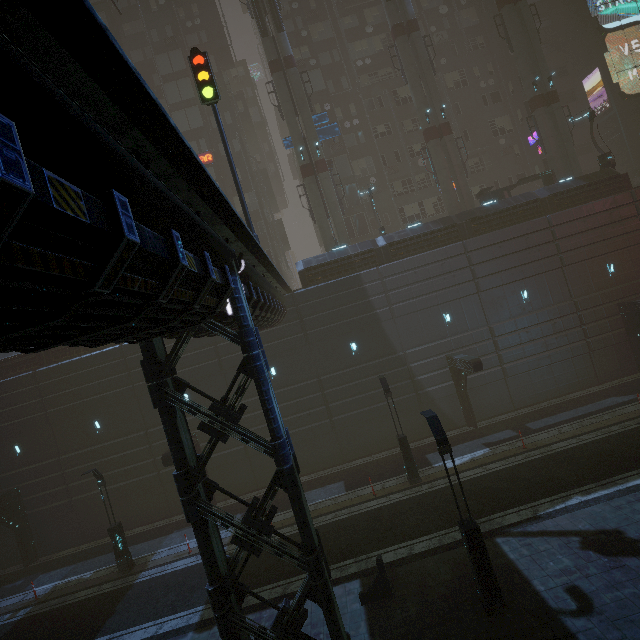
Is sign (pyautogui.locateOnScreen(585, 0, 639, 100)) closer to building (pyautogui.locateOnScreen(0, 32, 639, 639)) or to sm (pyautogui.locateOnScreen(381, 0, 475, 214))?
building (pyautogui.locateOnScreen(0, 32, 639, 639))

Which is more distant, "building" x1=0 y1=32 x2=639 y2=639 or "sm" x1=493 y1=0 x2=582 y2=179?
"sm" x1=493 y1=0 x2=582 y2=179

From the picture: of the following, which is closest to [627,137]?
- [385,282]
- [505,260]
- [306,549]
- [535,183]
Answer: [535,183]

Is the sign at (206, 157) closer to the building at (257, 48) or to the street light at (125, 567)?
the building at (257, 48)

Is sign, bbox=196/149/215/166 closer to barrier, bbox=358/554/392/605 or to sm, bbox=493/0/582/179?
sm, bbox=493/0/582/179

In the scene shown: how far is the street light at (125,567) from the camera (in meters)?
16.29

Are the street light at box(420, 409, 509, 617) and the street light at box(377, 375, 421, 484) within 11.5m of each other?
yes

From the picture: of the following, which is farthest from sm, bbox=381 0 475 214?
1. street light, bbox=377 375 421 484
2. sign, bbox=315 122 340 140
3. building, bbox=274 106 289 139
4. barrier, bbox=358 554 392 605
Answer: barrier, bbox=358 554 392 605
